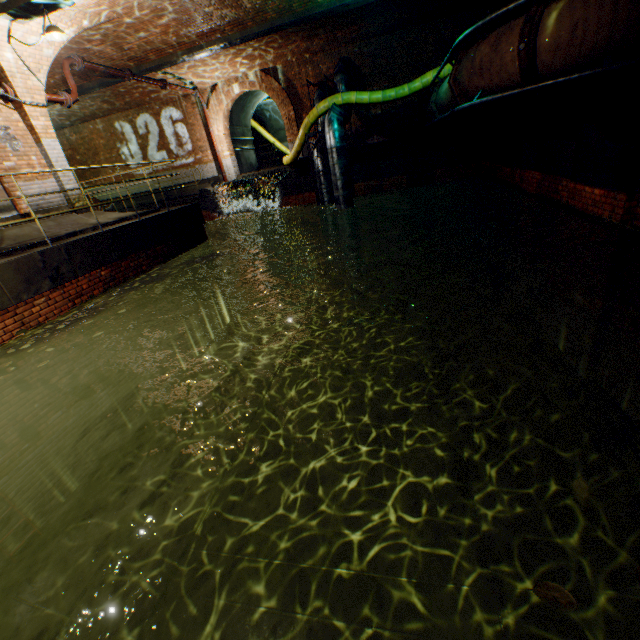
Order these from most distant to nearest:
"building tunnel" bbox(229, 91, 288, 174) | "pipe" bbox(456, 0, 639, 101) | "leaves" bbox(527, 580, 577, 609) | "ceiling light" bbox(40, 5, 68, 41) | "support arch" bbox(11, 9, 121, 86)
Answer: "building tunnel" bbox(229, 91, 288, 174) → "support arch" bbox(11, 9, 121, 86) → "ceiling light" bbox(40, 5, 68, 41) → "pipe" bbox(456, 0, 639, 101) → "leaves" bbox(527, 580, 577, 609)

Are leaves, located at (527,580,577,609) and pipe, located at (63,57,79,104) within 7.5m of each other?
no

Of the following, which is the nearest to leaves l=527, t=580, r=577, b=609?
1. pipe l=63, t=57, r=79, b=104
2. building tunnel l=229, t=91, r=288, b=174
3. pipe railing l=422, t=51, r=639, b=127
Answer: pipe railing l=422, t=51, r=639, b=127

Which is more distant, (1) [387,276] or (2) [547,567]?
(1) [387,276]

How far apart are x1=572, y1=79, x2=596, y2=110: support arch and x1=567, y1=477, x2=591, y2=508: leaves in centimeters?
1120cm

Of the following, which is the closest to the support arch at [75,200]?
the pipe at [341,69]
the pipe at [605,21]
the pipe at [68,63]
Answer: the pipe at [68,63]

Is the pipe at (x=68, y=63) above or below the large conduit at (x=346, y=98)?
above

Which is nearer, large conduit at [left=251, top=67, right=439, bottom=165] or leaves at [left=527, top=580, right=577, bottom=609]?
leaves at [left=527, top=580, right=577, bottom=609]
